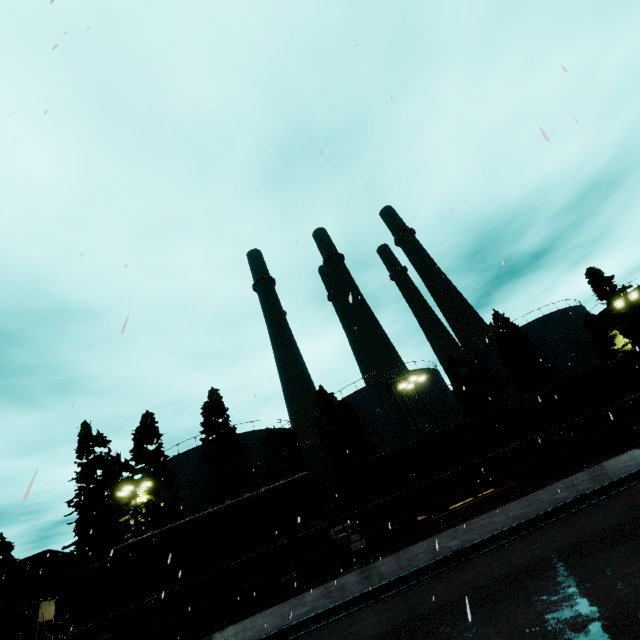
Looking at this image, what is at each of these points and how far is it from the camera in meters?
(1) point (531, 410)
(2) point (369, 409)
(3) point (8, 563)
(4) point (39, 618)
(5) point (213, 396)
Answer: (1) coal car, 18.9
(2) silo, 36.3
(3) tree, 25.3
(4) coal car, 18.9
(5) tree, 31.4

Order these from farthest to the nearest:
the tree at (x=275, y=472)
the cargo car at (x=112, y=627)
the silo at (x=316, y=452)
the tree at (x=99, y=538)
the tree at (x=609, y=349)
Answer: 1. the silo at (x=316, y=452)
2. the tree at (x=609, y=349)
3. the tree at (x=275, y=472)
4. the tree at (x=99, y=538)
5. the cargo car at (x=112, y=627)

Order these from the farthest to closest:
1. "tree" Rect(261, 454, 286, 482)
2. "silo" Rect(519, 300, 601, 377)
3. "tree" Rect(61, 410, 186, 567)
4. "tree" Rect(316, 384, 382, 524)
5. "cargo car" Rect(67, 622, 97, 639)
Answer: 1. "silo" Rect(519, 300, 601, 377)
2. "tree" Rect(316, 384, 382, 524)
3. "tree" Rect(261, 454, 286, 482)
4. "tree" Rect(61, 410, 186, 567)
5. "cargo car" Rect(67, 622, 97, 639)

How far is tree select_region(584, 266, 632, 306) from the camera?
42.47m

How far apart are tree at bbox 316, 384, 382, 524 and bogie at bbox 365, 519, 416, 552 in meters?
13.0

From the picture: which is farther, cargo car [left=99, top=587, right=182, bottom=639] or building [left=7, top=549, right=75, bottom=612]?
building [left=7, top=549, right=75, bottom=612]

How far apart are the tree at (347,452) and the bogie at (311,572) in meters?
13.8

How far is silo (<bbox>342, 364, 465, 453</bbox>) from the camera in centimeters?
3434cm
